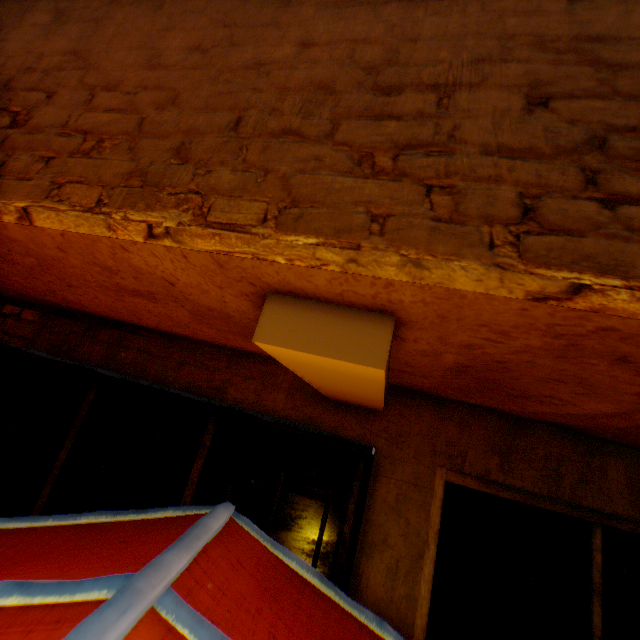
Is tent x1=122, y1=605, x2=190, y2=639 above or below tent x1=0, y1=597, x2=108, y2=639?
above

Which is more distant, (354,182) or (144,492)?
(144,492)

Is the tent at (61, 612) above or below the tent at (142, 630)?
below
